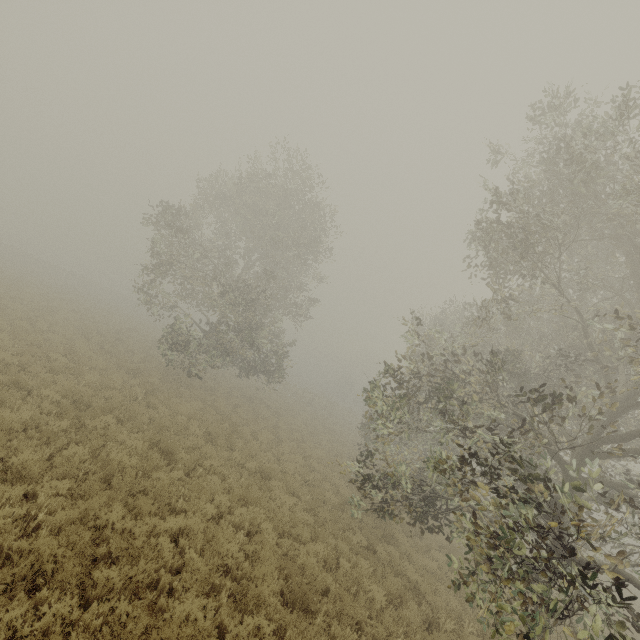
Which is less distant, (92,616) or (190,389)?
(92,616)
